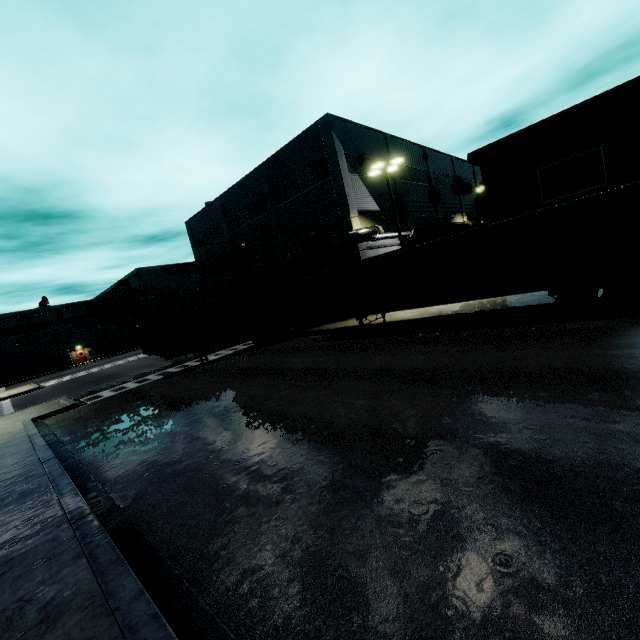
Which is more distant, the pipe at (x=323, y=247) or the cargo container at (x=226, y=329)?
the pipe at (x=323, y=247)

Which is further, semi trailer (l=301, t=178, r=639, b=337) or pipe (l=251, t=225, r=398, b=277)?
pipe (l=251, t=225, r=398, b=277)

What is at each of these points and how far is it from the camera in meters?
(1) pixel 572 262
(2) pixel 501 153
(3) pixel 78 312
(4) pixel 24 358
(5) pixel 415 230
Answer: (1) semi trailer, 10.6 m
(2) building, 25.4 m
(3) building, 58.0 m
(4) roll-up door, 52.5 m
(5) pipe, 28.0 m

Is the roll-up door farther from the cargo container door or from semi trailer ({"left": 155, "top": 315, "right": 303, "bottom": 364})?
the cargo container door

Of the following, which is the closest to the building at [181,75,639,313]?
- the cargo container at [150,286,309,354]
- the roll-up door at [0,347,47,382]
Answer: the roll-up door at [0,347,47,382]

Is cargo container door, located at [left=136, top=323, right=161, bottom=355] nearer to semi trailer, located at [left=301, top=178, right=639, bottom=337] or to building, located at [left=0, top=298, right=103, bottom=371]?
semi trailer, located at [left=301, top=178, right=639, bottom=337]

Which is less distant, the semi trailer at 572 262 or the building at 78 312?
the semi trailer at 572 262

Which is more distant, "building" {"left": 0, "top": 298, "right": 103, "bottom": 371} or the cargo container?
"building" {"left": 0, "top": 298, "right": 103, "bottom": 371}
